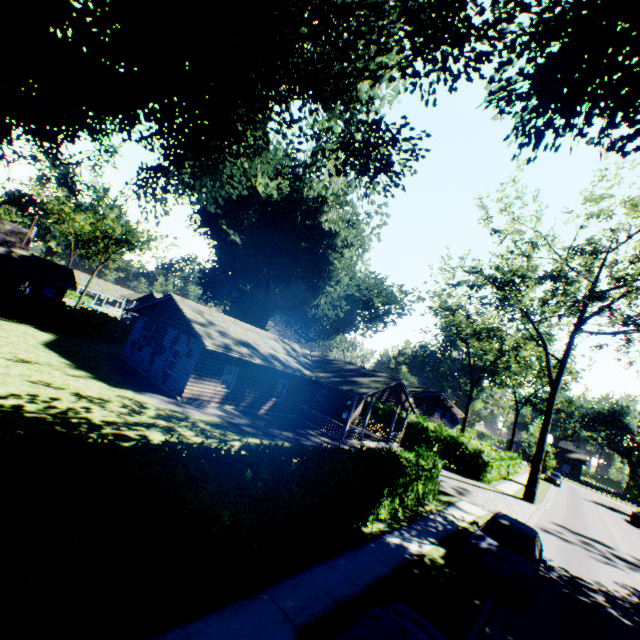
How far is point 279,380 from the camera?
24.0m

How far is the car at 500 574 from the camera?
9.3 meters

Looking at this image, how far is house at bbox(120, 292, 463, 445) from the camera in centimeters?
1952cm

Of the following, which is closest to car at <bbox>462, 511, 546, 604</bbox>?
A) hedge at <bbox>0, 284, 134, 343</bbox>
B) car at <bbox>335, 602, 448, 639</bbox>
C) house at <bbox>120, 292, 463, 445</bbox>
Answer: hedge at <bbox>0, 284, 134, 343</bbox>

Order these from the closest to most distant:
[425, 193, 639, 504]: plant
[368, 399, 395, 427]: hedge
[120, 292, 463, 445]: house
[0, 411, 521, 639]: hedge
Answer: [0, 411, 521, 639]: hedge → [120, 292, 463, 445]: house → [425, 193, 639, 504]: plant → [368, 399, 395, 427]: hedge

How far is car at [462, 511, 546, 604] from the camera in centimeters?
934cm

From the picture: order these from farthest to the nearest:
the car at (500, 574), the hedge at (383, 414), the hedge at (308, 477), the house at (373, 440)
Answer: the hedge at (383, 414) → the house at (373, 440) → the car at (500, 574) → the hedge at (308, 477)

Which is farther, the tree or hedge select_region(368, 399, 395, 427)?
the tree
